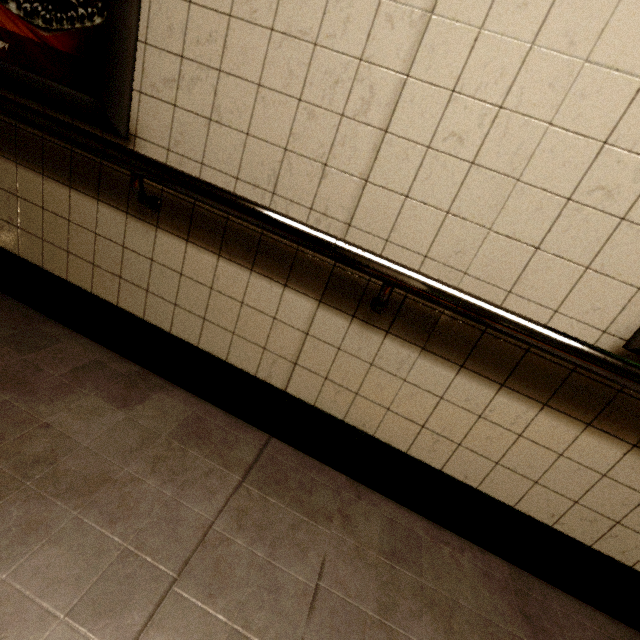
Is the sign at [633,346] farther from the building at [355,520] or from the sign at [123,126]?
the sign at [123,126]

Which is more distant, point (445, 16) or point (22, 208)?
point (22, 208)

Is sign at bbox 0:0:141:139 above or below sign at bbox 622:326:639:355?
above

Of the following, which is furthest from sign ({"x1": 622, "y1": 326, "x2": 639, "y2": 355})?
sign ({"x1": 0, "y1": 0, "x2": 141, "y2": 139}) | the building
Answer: sign ({"x1": 0, "y1": 0, "x2": 141, "y2": 139})

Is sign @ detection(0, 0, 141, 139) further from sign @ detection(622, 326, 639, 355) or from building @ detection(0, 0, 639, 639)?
sign @ detection(622, 326, 639, 355)

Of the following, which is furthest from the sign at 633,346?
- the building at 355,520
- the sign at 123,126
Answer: the sign at 123,126
